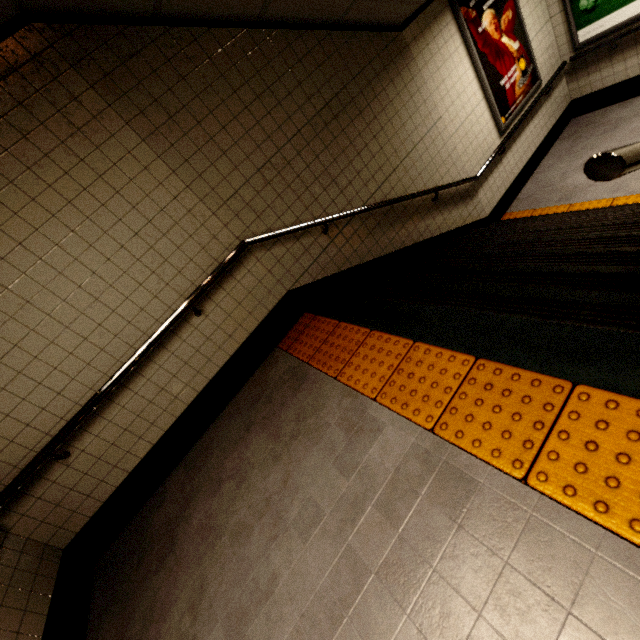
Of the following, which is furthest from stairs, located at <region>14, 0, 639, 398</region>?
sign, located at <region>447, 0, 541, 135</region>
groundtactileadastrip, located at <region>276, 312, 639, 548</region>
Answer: sign, located at <region>447, 0, 541, 135</region>

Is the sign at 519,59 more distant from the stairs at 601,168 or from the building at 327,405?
the building at 327,405

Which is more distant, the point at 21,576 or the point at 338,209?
the point at 338,209

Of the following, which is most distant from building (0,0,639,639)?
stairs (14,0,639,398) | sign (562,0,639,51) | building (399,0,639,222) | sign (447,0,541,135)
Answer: sign (562,0,639,51)

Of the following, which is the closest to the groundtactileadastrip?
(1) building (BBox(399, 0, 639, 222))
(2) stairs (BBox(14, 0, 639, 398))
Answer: (2) stairs (BBox(14, 0, 639, 398))

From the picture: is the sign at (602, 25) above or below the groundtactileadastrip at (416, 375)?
below

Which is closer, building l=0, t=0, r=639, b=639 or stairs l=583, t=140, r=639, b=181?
stairs l=583, t=140, r=639, b=181

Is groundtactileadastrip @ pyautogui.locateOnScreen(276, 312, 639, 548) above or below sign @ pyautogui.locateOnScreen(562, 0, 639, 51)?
above
